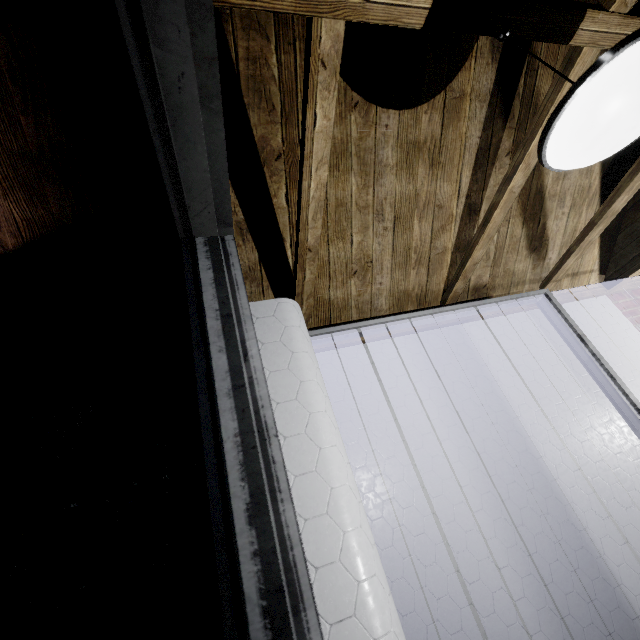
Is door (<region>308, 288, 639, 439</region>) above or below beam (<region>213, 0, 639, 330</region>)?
below

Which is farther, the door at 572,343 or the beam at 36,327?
the door at 572,343

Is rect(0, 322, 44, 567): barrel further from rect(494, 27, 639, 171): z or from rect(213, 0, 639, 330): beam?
rect(494, 27, 639, 171): z

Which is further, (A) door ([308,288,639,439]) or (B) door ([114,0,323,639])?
(A) door ([308,288,639,439])

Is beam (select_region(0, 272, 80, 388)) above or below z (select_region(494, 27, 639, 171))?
above

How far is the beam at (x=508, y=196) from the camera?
1.33m

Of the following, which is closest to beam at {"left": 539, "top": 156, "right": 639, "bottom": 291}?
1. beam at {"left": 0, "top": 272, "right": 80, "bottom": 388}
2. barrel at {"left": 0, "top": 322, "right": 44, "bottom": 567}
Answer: beam at {"left": 0, "top": 272, "right": 80, "bottom": 388}

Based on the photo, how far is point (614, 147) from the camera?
0.83m
